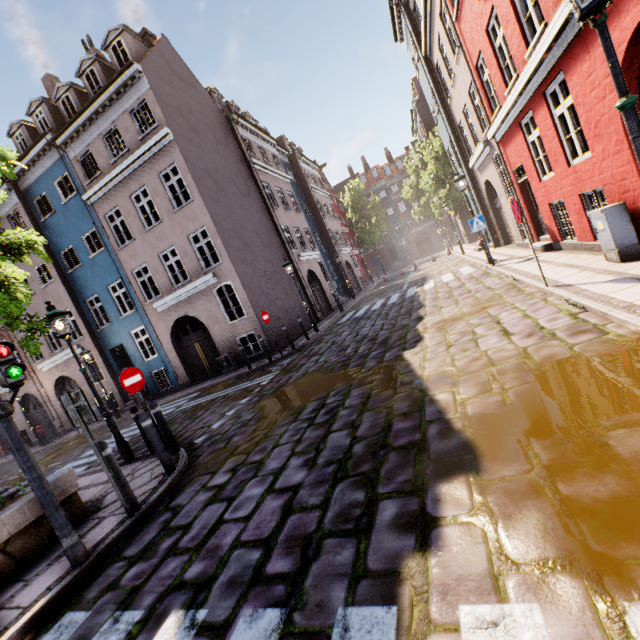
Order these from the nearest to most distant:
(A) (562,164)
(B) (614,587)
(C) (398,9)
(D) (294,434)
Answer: (B) (614,587) < (D) (294,434) < (A) (562,164) < (C) (398,9)

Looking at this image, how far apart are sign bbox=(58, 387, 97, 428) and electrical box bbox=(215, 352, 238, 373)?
10.4m

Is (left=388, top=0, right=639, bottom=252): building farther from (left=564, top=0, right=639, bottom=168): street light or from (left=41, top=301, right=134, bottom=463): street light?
(left=41, top=301, right=134, bottom=463): street light

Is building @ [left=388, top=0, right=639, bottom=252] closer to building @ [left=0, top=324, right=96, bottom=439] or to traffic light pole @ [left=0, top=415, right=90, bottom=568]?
traffic light pole @ [left=0, top=415, right=90, bottom=568]

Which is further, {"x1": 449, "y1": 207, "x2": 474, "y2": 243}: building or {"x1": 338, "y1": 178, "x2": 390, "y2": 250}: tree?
{"x1": 338, "y1": 178, "x2": 390, "y2": 250}: tree

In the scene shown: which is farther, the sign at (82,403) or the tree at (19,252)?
the tree at (19,252)

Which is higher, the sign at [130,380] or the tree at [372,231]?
the tree at [372,231]

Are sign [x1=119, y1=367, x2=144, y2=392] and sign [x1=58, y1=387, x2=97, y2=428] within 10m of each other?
yes
